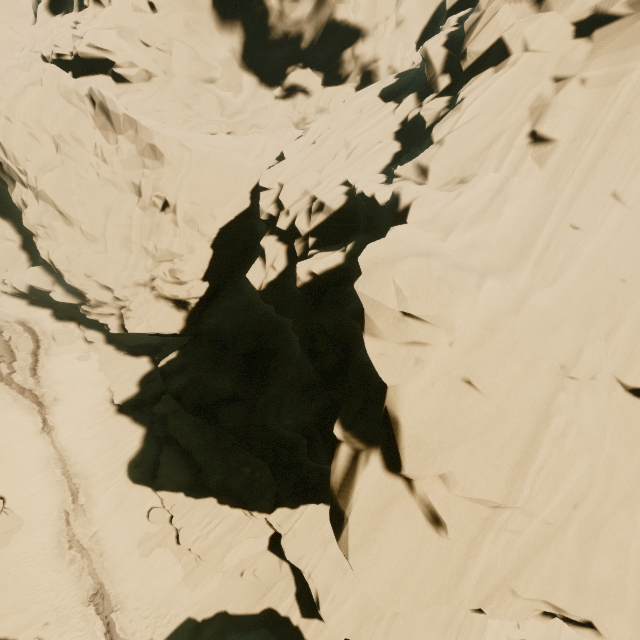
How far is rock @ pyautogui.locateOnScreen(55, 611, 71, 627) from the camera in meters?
15.7

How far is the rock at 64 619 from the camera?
15.7 meters

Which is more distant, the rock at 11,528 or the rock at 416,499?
the rock at 11,528

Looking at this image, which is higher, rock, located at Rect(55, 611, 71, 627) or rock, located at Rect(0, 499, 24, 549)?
rock, located at Rect(0, 499, 24, 549)

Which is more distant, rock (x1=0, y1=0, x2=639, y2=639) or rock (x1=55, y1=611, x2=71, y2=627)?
rock (x1=55, y1=611, x2=71, y2=627)

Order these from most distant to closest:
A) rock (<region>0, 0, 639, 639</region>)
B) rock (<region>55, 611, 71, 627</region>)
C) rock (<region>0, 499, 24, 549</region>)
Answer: rock (<region>0, 499, 24, 549</region>), rock (<region>55, 611, 71, 627</region>), rock (<region>0, 0, 639, 639</region>)

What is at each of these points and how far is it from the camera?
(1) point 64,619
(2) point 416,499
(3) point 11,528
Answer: (1) rock, 15.9m
(2) rock, 5.6m
(3) rock, 17.3m
